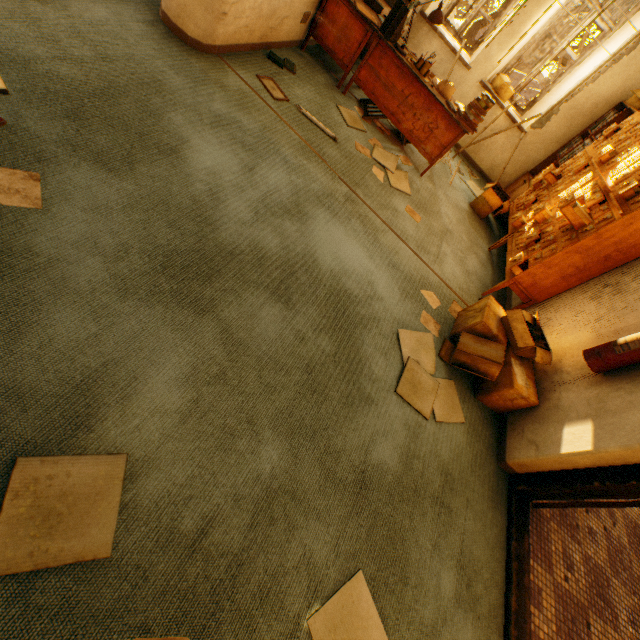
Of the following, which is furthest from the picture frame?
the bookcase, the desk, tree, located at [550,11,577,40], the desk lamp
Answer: → tree, located at [550,11,577,40]

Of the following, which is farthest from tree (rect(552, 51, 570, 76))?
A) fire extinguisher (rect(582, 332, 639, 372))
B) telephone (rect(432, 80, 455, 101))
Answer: fire extinguisher (rect(582, 332, 639, 372))

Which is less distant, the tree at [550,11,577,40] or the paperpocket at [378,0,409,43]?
the paperpocket at [378,0,409,43]

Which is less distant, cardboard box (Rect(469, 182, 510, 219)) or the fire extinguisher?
the fire extinguisher

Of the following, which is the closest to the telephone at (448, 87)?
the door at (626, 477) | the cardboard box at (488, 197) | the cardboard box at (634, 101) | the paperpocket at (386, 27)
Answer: the paperpocket at (386, 27)

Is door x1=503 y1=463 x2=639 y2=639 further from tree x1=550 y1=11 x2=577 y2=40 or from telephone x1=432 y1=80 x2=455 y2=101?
tree x1=550 y1=11 x2=577 y2=40

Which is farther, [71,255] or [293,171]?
[293,171]

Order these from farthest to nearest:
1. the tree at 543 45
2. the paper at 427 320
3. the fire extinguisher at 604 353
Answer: the tree at 543 45, the paper at 427 320, the fire extinguisher at 604 353
